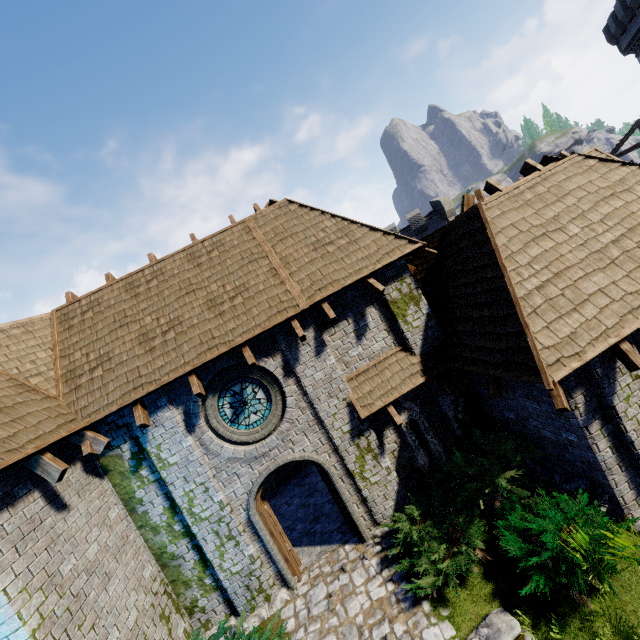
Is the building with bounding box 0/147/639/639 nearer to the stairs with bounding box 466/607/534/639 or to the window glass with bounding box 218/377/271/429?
the window glass with bounding box 218/377/271/429

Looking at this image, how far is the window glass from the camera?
8.0m

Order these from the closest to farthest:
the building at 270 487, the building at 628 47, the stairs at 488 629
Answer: the stairs at 488 629 < the building at 270 487 < the building at 628 47

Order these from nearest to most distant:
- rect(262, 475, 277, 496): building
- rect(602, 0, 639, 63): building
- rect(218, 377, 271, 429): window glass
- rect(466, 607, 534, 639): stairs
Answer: rect(466, 607, 534, 639): stairs, rect(218, 377, 271, 429): window glass, rect(262, 475, 277, 496): building, rect(602, 0, 639, 63): building

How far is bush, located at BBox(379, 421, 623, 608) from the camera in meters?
5.4

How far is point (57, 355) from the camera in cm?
788

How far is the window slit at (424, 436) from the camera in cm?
834

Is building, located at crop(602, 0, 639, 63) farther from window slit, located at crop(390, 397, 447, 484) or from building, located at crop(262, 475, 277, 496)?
window slit, located at crop(390, 397, 447, 484)
